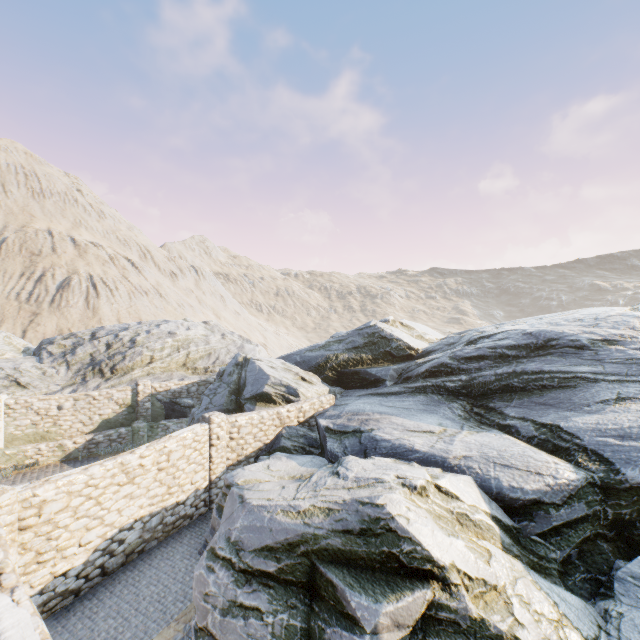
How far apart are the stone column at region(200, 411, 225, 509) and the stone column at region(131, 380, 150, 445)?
6.5 meters

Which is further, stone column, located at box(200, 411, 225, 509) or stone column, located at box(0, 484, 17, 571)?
stone column, located at box(200, 411, 225, 509)

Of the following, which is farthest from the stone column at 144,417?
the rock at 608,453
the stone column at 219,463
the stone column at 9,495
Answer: the stone column at 9,495

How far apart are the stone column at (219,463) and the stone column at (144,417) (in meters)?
6.49

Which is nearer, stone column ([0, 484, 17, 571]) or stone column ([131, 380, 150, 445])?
stone column ([0, 484, 17, 571])

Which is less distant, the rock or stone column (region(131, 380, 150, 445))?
the rock

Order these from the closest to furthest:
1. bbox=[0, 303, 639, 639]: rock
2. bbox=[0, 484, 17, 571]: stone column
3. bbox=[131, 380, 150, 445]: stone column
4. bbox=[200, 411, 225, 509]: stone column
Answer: bbox=[0, 303, 639, 639]: rock < bbox=[0, 484, 17, 571]: stone column < bbox=[200, 411, 225, 509]: stone column < bbox=[131, 380, 150, 445]: stone column

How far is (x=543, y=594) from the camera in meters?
5.6 m
